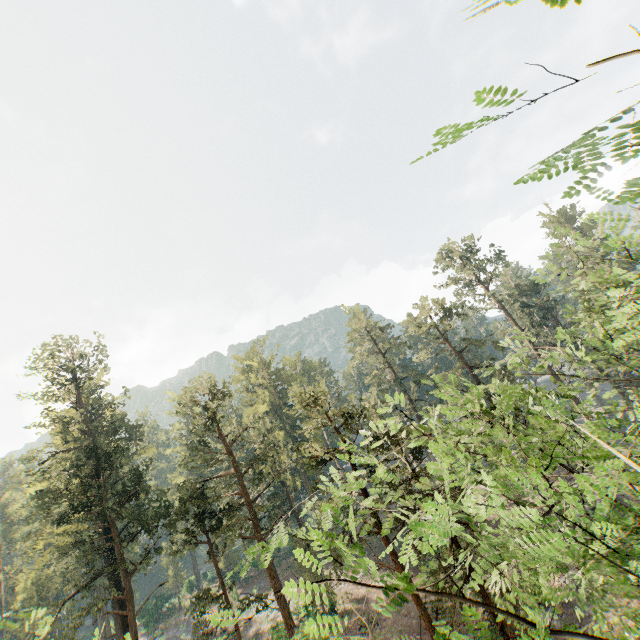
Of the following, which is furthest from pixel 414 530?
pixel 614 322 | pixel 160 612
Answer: pixel 160 612
